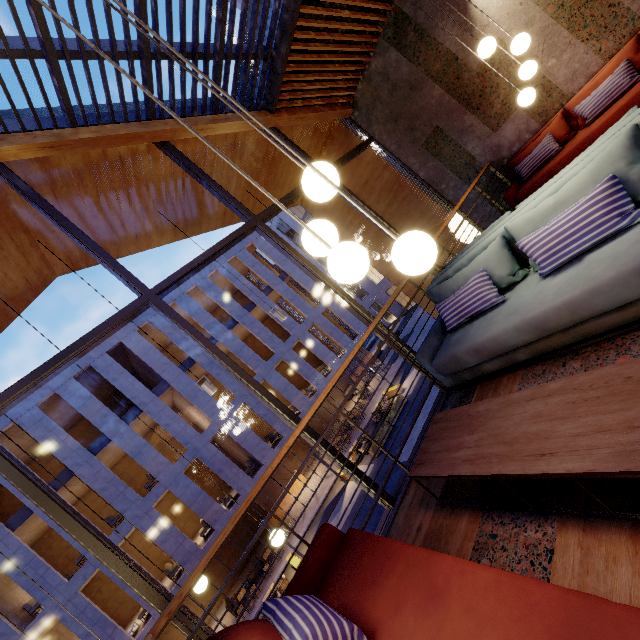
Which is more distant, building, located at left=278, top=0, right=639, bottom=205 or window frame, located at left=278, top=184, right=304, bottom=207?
window frame, located at left=278, top=184, right=304, bottom=207

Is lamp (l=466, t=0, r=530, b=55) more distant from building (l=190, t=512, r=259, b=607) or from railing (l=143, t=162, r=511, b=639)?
building (l=190, t=512, r=259, b=607)

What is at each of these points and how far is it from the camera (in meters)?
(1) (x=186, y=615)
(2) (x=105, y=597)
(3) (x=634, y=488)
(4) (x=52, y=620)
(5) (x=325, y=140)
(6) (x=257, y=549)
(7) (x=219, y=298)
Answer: (1) window frame, 2.84
(2) building, 19.41
(3) building, 1.46
(4) building, 14.35
(5) building, 7.87
(6) building, 22.78
(7) building, 22.80

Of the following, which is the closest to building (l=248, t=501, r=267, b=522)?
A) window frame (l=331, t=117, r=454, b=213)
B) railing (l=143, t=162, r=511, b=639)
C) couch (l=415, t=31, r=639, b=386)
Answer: window frame (l=331, t=117, r=454, b=213)

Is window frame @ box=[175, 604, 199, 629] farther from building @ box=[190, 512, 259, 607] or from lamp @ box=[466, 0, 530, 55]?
building @ box=[190, 512, 259, 607]

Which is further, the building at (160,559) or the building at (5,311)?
the building at (160,559)

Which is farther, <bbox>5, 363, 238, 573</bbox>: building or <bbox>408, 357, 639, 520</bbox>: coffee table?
<bbox>5, 363, 238, 573</bbox>: building

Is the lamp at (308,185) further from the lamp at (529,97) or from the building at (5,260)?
the lamp at (529,97)
